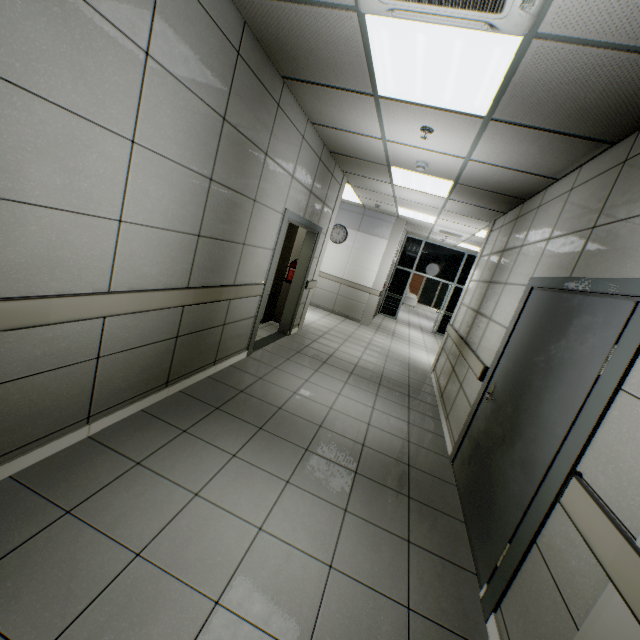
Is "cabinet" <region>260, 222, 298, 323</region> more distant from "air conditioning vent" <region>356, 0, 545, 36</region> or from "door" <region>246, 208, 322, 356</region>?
"air conditioning vent" <region>356, 0, 545, 36</region>

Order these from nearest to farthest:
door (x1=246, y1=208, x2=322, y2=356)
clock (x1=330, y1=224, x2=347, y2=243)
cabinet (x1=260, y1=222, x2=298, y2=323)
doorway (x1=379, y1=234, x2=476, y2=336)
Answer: door (x1=246, y1=208, x2=322, y2=356), cabinet (x1=260, y1=222, x2=298, y2=323), clock (x1=330, y1=224, x2=347, y2=243), doorway (x1=379, y1=234, x2=476, y2=336)

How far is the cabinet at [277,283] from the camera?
6.2 meters

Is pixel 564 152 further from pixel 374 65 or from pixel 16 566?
pixel 16 566

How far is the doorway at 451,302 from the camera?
12.0 meters

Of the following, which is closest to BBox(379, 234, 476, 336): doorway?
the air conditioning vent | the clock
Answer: the clock

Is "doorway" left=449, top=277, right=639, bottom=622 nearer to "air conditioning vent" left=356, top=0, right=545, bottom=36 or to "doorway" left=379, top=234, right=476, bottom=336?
"air conditioning vent" left=356, top=0, right=545, bottom=36

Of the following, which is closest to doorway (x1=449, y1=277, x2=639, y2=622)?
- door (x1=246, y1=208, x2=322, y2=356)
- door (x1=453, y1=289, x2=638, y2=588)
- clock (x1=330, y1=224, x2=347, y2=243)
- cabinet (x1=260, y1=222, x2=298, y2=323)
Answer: door (x1=453, y1=289, x2=638, y2=588)
